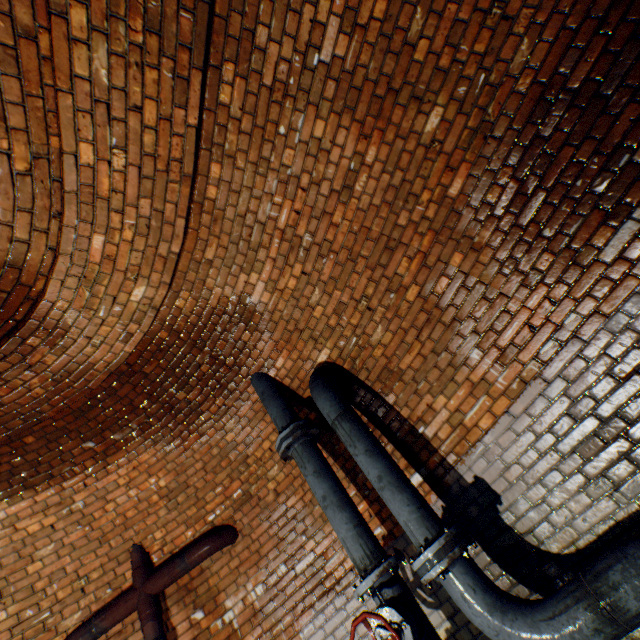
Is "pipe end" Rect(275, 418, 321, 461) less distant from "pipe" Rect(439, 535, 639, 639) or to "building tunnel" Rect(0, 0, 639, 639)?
"building tunnel" Rect(0, 0, 639, 639)

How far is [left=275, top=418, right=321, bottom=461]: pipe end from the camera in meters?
3.0

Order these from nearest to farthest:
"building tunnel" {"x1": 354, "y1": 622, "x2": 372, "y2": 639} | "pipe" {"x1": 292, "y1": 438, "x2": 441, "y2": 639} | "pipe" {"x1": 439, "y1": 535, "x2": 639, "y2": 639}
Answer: "pipe" {"x1": 439, "y1": 535, "x2": 639, "y2": 639}
"pipe" {"x1": 292, "y1": 438, "x2": 441, "y2": 639}
"building tunnel" {"x1": 354, "y1": 622, "x2": 372, "y2": 639}

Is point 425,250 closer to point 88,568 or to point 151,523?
point 151,523

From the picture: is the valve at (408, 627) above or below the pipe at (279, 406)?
below

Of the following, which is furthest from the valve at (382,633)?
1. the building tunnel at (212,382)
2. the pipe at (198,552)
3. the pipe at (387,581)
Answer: the pipe at (198,552)

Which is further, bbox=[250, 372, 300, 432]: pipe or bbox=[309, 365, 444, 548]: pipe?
bbox=[250, 372, 300, 432]: pipe

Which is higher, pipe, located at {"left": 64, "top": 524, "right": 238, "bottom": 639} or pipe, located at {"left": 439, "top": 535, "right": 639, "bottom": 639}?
pipe, located at {"left": 64, "top": 524, "right": 238, "bottom": 639}
